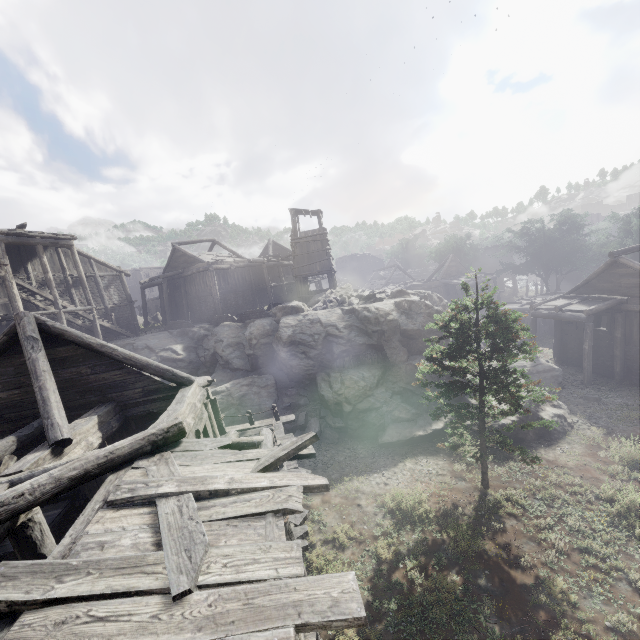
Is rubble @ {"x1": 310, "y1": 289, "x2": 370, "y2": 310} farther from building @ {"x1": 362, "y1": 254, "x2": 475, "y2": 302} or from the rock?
building @ {"x1": 362, "y1": 254, "x2": 475, "y2": 302}

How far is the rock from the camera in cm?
1709

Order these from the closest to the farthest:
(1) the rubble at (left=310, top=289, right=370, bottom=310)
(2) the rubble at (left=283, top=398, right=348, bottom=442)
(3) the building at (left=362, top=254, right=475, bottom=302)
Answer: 1. (2) the rubble at (left=283, top=398, right=348, bottom=442)
2. (1) the rubble at (left=310, top=289, right=370, bottom=310)
3. (3) the building at (left=362, top=254, right=475, bottom=302)

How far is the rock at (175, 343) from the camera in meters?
17.1 m

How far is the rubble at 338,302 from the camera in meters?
22.2

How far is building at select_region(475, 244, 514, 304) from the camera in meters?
45.5

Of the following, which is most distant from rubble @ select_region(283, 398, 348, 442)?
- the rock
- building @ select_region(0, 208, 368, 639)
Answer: building @ select_region(0, 208, 368, 639)

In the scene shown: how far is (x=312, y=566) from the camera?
9.73m
